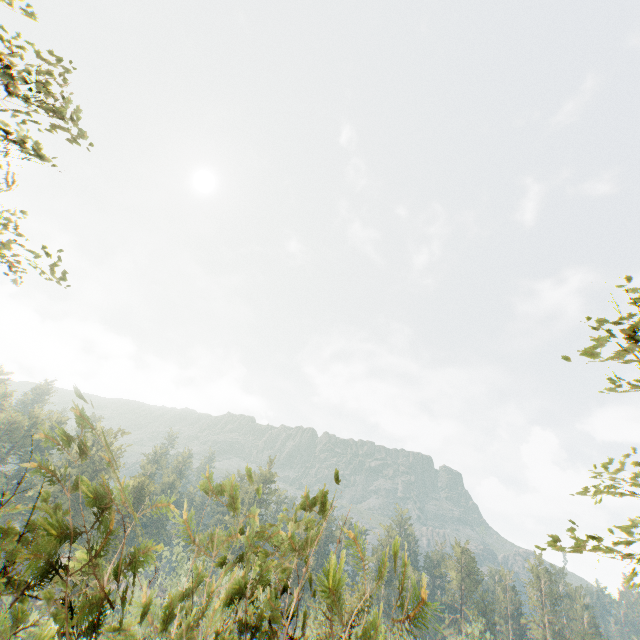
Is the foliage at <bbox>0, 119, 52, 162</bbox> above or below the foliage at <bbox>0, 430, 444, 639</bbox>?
above

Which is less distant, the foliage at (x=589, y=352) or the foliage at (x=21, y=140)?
the foliage at (x=589, y=352)

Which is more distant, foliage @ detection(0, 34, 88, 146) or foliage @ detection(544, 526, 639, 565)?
foliage @ detection(0, 34, 88, 146)

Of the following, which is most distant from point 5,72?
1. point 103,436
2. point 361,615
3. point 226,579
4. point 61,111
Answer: point 226,579

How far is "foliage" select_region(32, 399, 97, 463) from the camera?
1.5m
